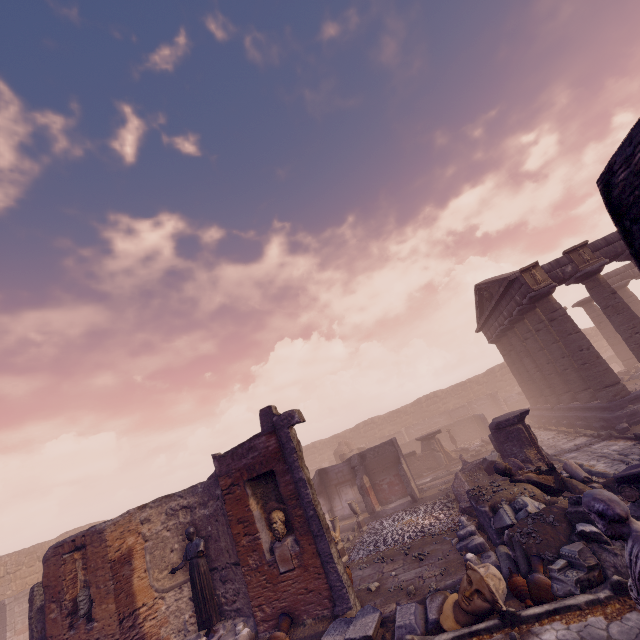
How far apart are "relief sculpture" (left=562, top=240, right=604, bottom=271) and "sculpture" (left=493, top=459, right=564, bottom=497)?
9.93m

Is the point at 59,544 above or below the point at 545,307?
below

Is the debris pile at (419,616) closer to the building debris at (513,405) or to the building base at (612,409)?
the building base at (612,409)

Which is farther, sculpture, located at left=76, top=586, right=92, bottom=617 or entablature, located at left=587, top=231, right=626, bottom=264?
entablature, located at left=587, top=231, right=626, bottom=264

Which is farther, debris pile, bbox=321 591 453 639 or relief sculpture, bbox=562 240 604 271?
relief sculpture, bbox=562 240 604 271

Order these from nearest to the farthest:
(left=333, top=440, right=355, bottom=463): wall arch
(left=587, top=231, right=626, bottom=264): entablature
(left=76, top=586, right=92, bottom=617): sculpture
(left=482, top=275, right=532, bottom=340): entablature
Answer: (left=76, top=586, right=92, bottom=617): sculpture
(left=587, top=231, right=626, bottom=264): entablature
(left=482, top=275, right=532, bottom=340): entablature
(left=333, top=440, right=355, bottom=463): wall arch

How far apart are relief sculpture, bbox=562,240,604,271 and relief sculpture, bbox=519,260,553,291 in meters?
1.1

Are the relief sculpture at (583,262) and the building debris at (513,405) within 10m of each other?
no
